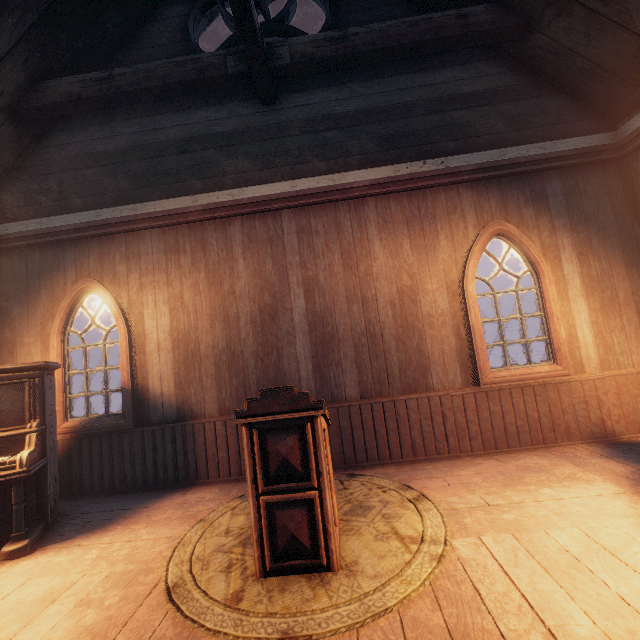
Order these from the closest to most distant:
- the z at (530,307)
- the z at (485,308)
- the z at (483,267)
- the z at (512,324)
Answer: the z at (512,324)
the z at (530,307)
the z at (485,308)
the z at (483,267)

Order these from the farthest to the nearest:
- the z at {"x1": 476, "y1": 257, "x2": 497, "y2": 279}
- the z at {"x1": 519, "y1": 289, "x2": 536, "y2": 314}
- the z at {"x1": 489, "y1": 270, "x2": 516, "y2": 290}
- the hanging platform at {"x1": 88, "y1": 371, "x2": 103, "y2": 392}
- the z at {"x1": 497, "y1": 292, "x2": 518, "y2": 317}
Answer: the z at {"x1": 476, "y1": 257, "x2": 497, "y2": 279}, the z at {"x1": 489, "y1": 270, "x2": 516, "y2": 290}, the z at {"x1": 497, "y1": 292, "x2": 518, "y2": 317}, the z at {"x1": 519, "y1": 289, "x2": 536, "y2": 314}, the hanging platform at {"x1": 88, "y1": 371, "x2": 103, "y2": 392}

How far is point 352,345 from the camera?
4.5 meters

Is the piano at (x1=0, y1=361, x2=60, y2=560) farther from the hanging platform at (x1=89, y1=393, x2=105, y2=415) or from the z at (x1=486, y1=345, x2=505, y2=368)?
the hanging platform at (x1=89, y1=393, x2=105, y2=415)

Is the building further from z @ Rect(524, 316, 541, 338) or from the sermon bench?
the sermon bench

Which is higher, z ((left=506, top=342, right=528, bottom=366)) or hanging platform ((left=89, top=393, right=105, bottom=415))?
hanging platform ((left=89, top=393, right=105, bottom=415))

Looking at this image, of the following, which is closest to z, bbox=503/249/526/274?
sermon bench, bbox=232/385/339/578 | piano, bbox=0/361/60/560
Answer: piano, bbox=0/361/60/560

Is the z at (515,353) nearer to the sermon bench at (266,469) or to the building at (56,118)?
the building at (56,118)
